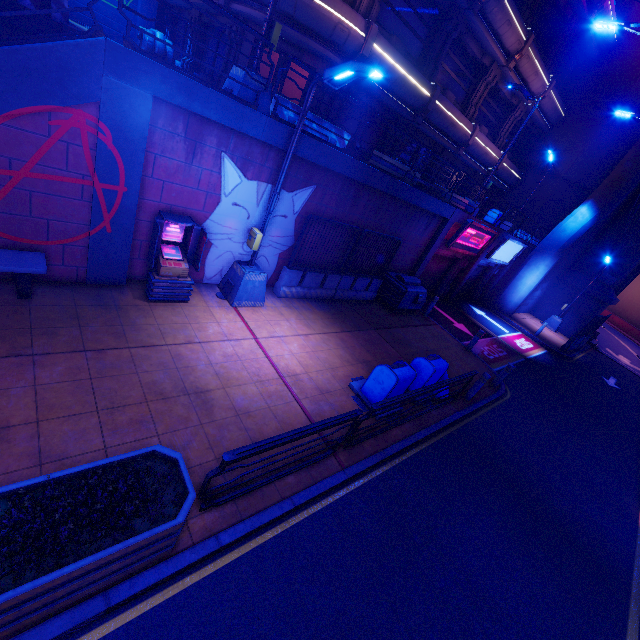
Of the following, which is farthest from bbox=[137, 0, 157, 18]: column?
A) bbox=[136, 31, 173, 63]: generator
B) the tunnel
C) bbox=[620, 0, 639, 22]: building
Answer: the tunnel

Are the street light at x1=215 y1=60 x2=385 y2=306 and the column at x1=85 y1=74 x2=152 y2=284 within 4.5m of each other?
yes

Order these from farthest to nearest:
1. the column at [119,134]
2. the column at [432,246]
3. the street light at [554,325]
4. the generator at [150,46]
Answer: the street light at [554,325] < the generator at [150,46] < the column at [432,246] < the column at [119,134]

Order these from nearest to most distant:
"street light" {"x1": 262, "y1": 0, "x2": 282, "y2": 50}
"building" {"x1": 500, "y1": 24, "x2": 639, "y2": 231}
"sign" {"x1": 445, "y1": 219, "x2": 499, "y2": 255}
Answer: "street light" {"x1": 262, "y1": 0, "x2": 282, "y2": 50}
"sign" {"x1": 445, "y1": 219, "x2": 499, "y2": 255}
"building" {"x1": 500, "y1": 24, "x2": 639, "y2": 231}

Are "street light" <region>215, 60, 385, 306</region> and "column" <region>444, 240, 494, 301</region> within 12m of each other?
no

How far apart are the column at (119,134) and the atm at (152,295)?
0.32m

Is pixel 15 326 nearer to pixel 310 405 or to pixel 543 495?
pixel 310 405

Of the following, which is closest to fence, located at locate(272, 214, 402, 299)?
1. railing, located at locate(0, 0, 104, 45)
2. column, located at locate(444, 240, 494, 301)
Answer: railing, located at locate(0, 0, 104, 45)
